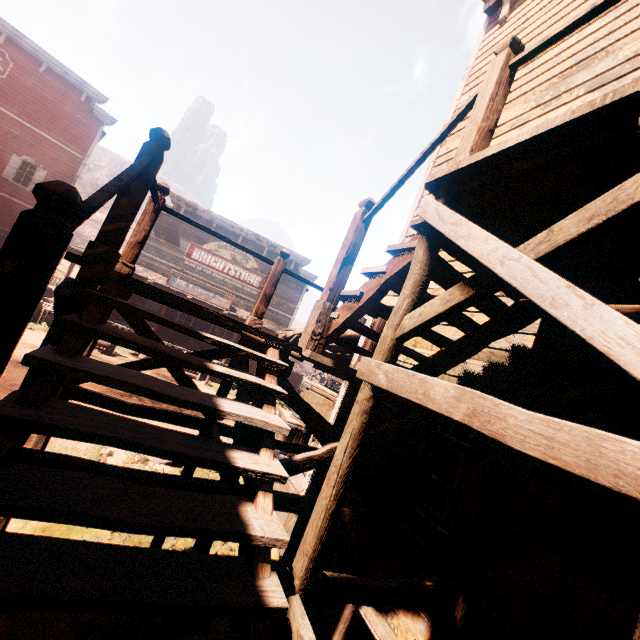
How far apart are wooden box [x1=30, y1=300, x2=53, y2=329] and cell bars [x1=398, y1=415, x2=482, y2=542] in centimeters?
1521cm

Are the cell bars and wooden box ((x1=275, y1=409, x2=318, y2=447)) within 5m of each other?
yes

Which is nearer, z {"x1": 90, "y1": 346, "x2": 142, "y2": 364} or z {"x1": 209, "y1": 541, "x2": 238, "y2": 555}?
z {"x1": 209, "y1": 541, "x2": 238, "y2": 555}

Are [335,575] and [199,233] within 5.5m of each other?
no

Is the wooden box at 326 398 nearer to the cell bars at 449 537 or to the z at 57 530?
the z at 57 530

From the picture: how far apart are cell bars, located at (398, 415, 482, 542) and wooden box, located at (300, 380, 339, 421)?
1.6m

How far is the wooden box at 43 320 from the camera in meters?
13.5

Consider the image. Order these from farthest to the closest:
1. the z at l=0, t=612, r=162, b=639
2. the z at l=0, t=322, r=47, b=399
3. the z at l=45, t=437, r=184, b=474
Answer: the z at l=0, t=322, r=47, b=399, the z at l=45, t=437, r=184, b=474, the z at l=0, t=612, r=162, b=639
